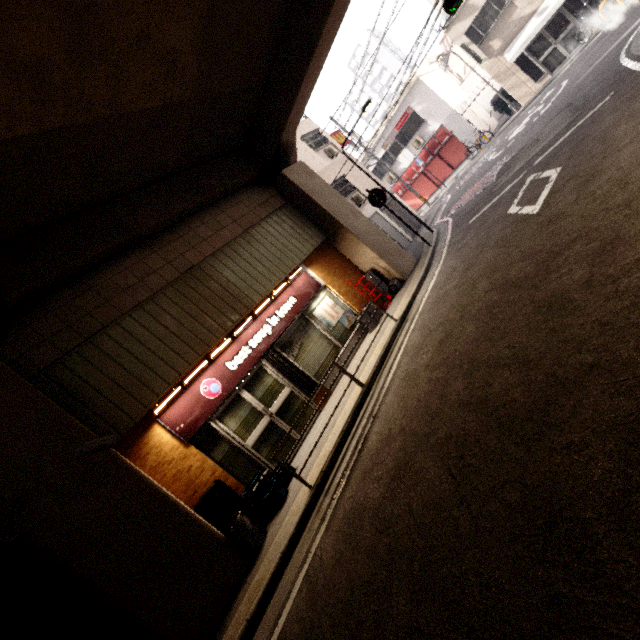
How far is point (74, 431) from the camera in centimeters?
494cm

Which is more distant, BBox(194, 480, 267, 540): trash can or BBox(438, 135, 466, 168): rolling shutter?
BBox(438, 135, 466, 168): rolling shutter

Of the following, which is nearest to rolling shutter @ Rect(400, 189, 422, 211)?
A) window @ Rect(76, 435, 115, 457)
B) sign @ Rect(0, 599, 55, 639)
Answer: window @ Rect(76, 435, 115, 457)

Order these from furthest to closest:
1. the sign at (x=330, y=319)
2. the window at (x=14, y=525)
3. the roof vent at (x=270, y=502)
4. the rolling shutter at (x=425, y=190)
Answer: the rolling shutter at (x=425, y=190) → the sign at (x=330, y=319) → the roof vent at (x=270, y=502) → the window at (x=14, y=525)

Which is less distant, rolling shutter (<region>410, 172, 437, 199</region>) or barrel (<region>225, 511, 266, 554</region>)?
barrel (<region>225, 511, 266, 554</region>)

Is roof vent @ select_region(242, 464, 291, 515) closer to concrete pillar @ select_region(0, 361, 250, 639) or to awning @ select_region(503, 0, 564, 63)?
concrete pillar @ select_region(0, 361, 250, 639)

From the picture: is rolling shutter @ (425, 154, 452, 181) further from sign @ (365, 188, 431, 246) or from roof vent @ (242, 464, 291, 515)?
roof vent @ (242, 464, 291, 515)

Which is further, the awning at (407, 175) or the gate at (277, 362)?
the awning at (407, 175)
